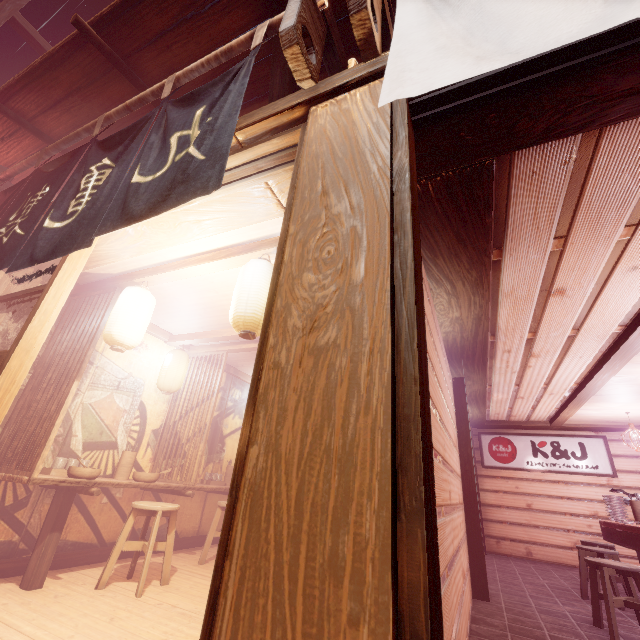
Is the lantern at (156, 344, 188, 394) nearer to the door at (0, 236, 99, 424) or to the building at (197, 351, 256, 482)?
the building at (197, 351, 256, 482)

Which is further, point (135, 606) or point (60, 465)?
→ point (60, 465)

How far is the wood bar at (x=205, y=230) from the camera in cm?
409

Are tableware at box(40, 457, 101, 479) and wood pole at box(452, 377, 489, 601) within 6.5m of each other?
no

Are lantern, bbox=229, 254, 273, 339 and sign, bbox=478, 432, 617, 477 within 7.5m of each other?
no

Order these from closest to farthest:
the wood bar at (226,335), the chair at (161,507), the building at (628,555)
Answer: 1. the chair at (161,507)
2. the wood bar at (226,335)
3. the building at (628,555)

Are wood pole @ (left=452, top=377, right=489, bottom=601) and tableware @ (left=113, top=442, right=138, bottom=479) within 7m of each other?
no

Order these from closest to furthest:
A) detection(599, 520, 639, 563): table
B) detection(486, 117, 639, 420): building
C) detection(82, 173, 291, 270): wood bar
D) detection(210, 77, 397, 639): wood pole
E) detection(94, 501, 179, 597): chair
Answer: detection(210, 77, 397, 639): wood pole < detection(486, 117, 639, 420): building < detection(82, 173, 291, 270): wood bar < detection(94, 501, 179, 597): chair < detection(599, 520, 639, 563): table
